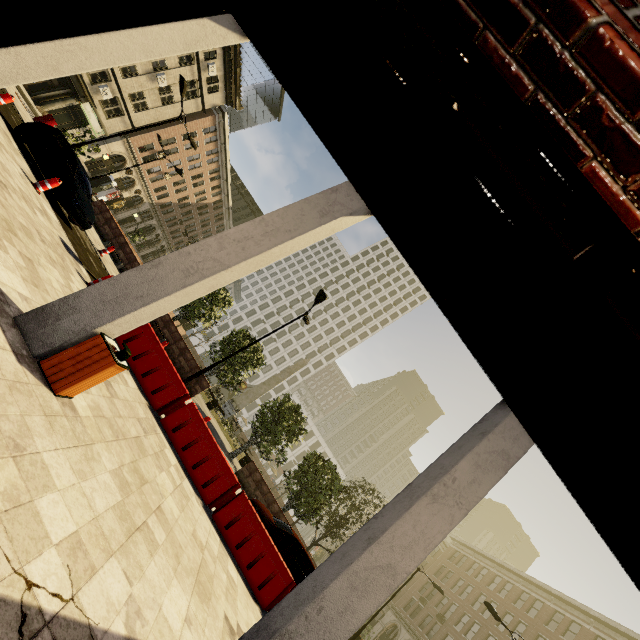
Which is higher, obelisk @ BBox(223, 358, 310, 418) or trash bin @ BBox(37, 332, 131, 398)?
obelisk @ BBox(223, 358, 310, 418)

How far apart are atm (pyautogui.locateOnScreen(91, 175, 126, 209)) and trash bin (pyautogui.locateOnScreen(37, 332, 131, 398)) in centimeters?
4949cm

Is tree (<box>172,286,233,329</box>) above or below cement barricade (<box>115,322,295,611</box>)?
above

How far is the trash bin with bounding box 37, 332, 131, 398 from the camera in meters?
4.1

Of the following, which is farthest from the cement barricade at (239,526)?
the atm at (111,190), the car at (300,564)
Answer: the atm at (111,190)

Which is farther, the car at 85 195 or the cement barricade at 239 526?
the car at 85 195

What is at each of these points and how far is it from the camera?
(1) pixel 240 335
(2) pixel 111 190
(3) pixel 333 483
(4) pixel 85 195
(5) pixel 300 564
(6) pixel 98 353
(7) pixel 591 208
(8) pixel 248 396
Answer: (1) tree, 24.0m
(2) atm, 43.8m
(3) tree, 22.5m
(4) car, 12.2m
(5) car, 11.6m
(6) trash bin, 4.2m
(7) building, 0.7m
(8) obelisk, 35.8m

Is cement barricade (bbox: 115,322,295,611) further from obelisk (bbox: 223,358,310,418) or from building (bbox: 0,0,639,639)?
obelisk (bbox: 223,358,310,418)
